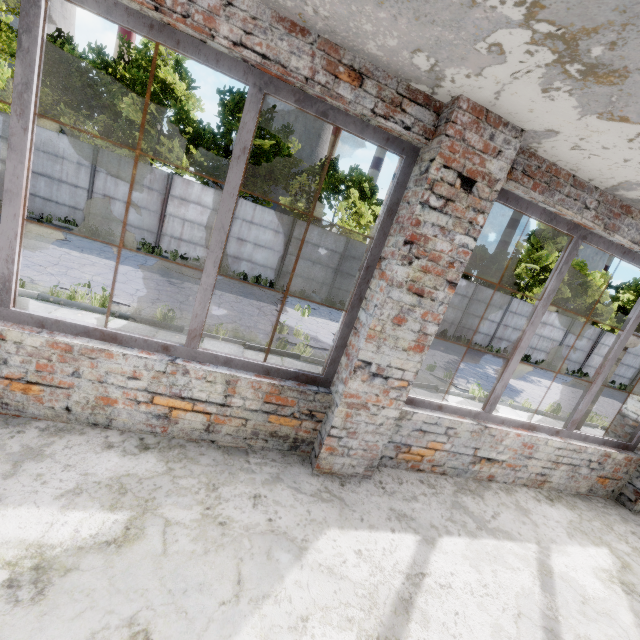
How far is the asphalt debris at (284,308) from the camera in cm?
1278

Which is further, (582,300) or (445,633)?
(582,300)

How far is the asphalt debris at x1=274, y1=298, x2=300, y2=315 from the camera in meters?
12.8 m

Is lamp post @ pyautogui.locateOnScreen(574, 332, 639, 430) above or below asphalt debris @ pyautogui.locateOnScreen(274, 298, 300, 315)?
above

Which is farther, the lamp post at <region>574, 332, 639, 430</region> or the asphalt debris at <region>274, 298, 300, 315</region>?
the asphalt debris at <region>274, 298, 300, 315</region>

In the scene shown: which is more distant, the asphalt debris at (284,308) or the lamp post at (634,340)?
the asphalt debris at (284,308)
